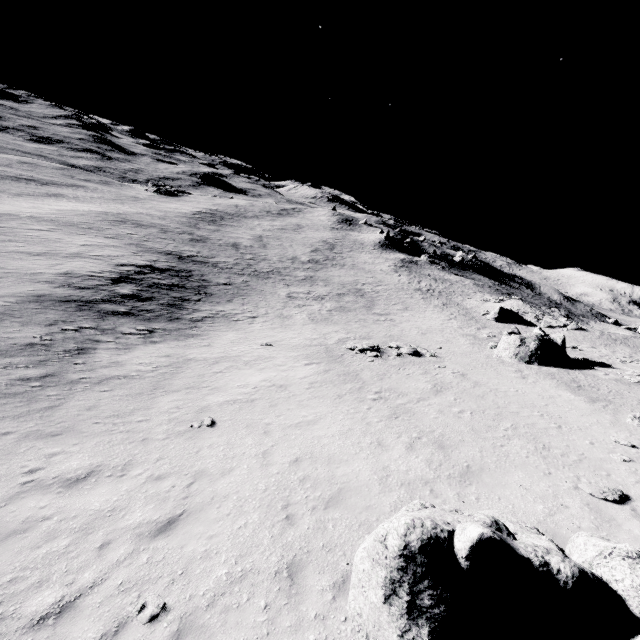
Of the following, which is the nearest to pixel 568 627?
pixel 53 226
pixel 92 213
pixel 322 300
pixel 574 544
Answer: pixel 574 544

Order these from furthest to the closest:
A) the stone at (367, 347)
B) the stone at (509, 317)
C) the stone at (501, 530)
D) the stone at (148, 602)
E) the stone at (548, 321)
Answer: the stone at (509, 317), the stone at (548, 321), the stone at (367, 347), the stone at (148, 602), the stone at (501, 530)

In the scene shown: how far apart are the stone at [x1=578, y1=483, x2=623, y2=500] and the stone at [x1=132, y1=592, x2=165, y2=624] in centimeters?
1139cm

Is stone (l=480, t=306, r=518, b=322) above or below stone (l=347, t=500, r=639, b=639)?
below

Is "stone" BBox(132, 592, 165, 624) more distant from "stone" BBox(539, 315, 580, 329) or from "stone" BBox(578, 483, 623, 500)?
"stone" BBox(539, 315, 580, 329)

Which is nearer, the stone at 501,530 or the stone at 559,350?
the stone at 501,530

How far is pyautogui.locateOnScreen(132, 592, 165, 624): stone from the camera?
5.82m

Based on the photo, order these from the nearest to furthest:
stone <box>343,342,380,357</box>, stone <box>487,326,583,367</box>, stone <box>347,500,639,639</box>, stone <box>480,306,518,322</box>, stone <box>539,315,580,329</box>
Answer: stone <box>347,500,639,639</box> < stone <box>343,342,380,357</box> < stone <box>487,326,583,367</box> < stone <box>539,315,580,329</box> < stone <box>480,306,518,322</box>
